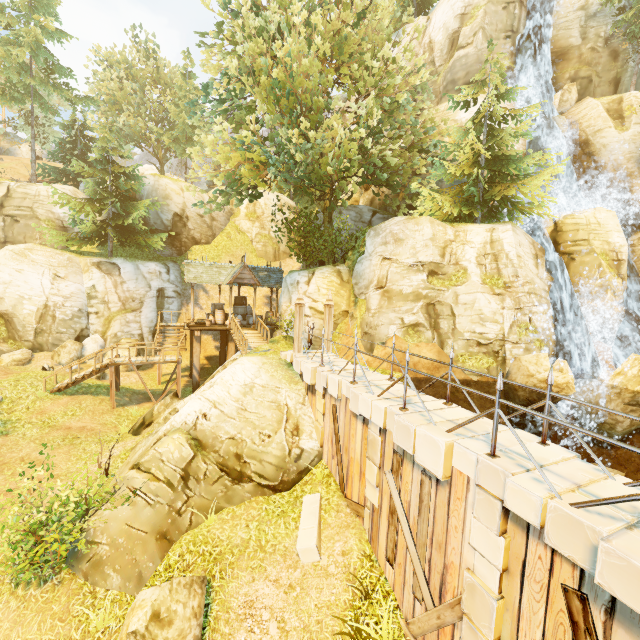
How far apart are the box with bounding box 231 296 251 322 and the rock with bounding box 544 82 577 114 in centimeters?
2605cm

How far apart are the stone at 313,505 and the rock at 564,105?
29.7m

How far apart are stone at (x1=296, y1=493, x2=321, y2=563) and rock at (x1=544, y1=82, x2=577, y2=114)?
29.74m

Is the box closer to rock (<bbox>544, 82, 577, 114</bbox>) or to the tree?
the tree

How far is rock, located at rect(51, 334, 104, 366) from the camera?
20.6m

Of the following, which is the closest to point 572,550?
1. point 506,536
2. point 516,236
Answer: point 506,536

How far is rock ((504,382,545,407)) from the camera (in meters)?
13.30

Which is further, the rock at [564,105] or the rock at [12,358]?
the rock at [564,105]
